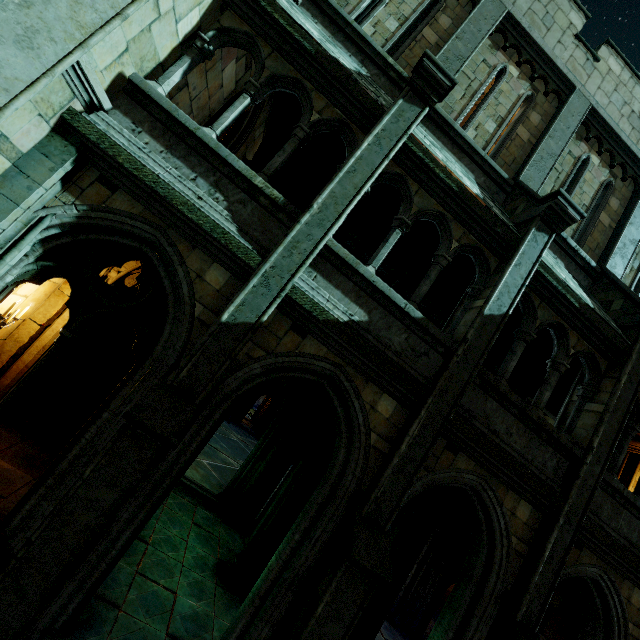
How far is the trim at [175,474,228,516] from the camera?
8.99m

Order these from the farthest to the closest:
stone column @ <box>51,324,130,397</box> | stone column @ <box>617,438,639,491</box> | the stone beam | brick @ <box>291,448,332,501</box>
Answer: the stone beam
stone column @ <box>617,438,639,491</box>
stone column @ <box>51,324,130,397</box>
brick @ <box>291,448,332,501</box>

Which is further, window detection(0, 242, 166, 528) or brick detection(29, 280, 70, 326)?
brick detection(29, 280, 70, 326)

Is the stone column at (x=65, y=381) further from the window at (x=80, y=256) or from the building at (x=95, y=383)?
the window at (x=80, y=256)

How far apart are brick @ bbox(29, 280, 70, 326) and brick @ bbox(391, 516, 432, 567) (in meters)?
9.16

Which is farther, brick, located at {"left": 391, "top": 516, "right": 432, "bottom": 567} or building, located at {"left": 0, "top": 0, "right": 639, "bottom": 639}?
brick, located at {"left": 391, "top": 516, "right": 432, "bottom": 567}

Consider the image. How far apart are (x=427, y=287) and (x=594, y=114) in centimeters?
773cm

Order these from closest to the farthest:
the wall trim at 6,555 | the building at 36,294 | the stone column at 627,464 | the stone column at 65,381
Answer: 1. the wall trim at 6,555
2. the building at 36,294
3. the stone column at 65,381
4. the stone column at 627,464
